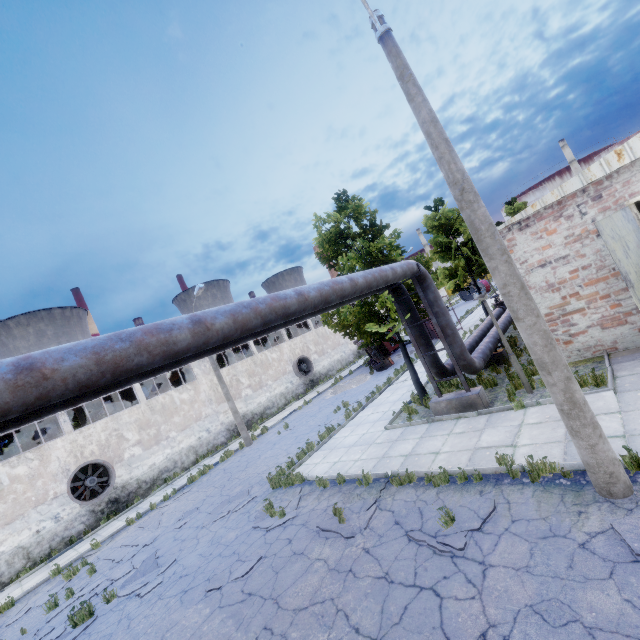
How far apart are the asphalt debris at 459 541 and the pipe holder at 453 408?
4.3 meters

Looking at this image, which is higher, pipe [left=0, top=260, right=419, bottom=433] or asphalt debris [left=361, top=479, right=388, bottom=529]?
pipe [left=0, top=260, right=419, bottom=433]

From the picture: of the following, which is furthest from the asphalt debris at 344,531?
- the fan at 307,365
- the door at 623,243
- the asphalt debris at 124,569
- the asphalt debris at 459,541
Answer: the fan at 307,365

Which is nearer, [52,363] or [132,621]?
[52,363]

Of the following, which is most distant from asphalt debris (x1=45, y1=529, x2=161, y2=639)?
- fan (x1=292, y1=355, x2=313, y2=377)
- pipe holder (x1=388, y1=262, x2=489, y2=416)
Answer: fan (x1=292, y1=355, x2=313, y2=377)

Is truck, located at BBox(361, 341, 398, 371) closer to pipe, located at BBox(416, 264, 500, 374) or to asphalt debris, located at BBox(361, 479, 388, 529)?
pipe, located at BBox(416, 264, 500, 374)

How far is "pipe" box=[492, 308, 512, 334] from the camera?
14.91m

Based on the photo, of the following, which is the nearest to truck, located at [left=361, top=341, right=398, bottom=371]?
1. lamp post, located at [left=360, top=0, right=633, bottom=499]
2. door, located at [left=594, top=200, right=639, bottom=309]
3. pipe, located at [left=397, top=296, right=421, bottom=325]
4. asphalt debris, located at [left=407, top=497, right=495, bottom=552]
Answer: pipe, located at [left=397, top=296, right=421, bottom=325]
